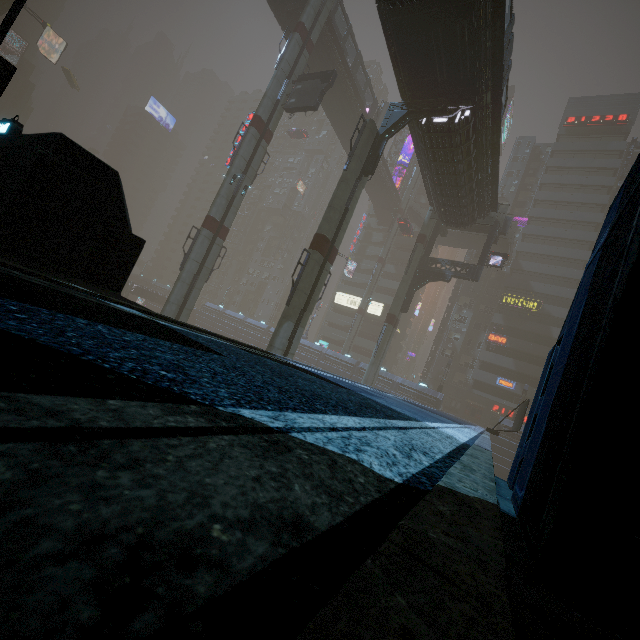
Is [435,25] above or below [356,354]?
above

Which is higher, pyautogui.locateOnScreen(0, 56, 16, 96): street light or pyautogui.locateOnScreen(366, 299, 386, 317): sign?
pyautogui.locateOnScreen(366, 299, 386, 317): sign

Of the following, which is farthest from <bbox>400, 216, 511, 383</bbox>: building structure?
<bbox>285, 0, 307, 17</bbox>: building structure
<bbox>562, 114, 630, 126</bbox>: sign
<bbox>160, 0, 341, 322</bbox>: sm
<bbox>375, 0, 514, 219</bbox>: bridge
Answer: <bbox>562, 114, 630, 126</bbox>: sign

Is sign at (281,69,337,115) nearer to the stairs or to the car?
the car

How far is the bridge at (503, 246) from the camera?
46.0 meters

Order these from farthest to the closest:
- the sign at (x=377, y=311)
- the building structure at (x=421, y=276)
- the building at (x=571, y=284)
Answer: the sign at (x=377, y=311) < the building structure at (x=421, y=276) < the building at (x=571, y=284)

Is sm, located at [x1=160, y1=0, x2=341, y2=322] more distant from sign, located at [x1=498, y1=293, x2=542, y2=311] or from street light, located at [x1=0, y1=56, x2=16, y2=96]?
sign, located at [x1=498, y1=293, x2=542, y2=311]

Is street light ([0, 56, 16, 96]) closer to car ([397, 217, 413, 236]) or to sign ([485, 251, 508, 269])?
car ([397, 217, 413, 236])
